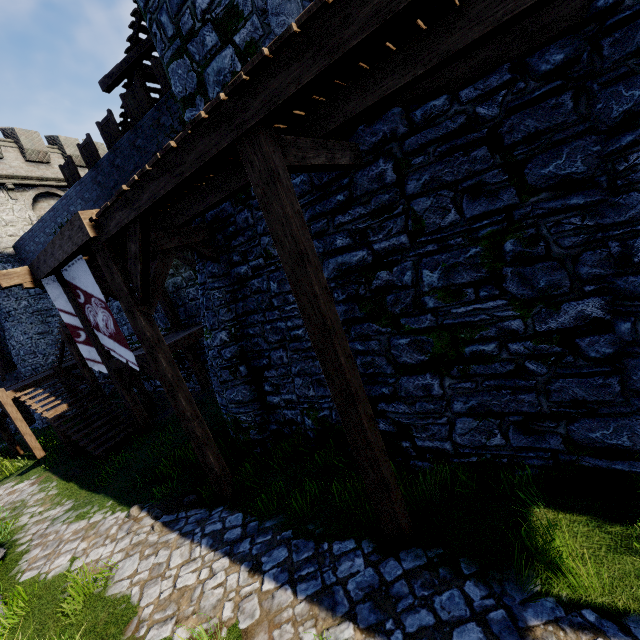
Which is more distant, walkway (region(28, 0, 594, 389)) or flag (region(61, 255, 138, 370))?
flag (region(61, 255, 138, 370))

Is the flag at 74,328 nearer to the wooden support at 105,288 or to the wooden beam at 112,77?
the wooden support at 105,288

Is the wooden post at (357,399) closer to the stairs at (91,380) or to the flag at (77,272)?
the flag at (77,272)

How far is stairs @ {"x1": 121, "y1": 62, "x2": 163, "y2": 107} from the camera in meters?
11.9

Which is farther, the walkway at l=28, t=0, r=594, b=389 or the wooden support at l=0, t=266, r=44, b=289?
the wooden support at l=0, t=266, r=44, b=289

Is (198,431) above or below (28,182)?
below

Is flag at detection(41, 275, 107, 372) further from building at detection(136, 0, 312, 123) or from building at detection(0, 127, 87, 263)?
building at detection(0, 127, 87, 263)

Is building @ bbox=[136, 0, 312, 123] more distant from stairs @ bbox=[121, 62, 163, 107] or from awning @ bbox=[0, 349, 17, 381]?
awning @ bbox=[0, 349, 17, 381]
